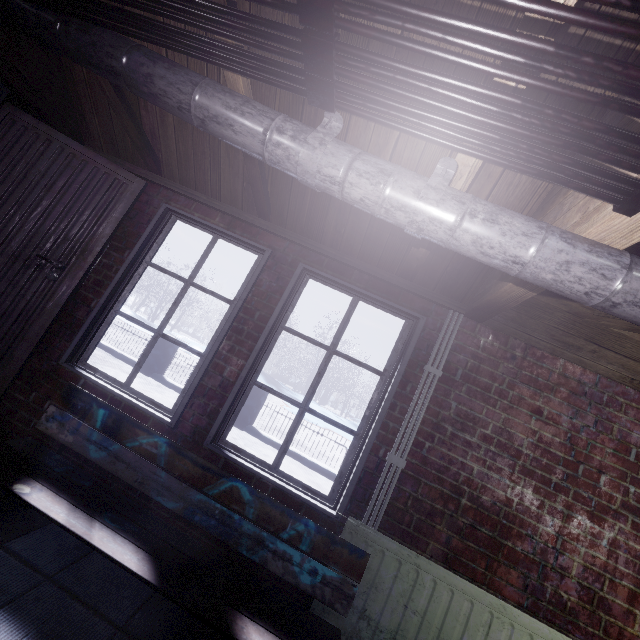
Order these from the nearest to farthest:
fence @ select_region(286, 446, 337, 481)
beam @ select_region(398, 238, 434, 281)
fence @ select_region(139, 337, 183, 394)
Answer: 1. beam @ select_region(398, 238, 434, 281)
2. fence @ select_region(286, 446, 337, 481)
3. fence @ select_region(139, 337, 183, 394)

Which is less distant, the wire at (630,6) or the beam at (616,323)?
the wire at (630,6)

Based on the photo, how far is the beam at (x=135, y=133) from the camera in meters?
1.8

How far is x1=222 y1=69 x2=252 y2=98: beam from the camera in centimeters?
137cm

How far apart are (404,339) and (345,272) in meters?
0.6 m

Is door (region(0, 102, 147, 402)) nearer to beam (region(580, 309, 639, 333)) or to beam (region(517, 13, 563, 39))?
beam (region(517, 13, 563, 39))

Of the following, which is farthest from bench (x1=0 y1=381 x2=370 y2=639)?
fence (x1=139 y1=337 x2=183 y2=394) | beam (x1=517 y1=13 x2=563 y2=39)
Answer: fence (x1=139 y1=337 x2=183 y2=394)

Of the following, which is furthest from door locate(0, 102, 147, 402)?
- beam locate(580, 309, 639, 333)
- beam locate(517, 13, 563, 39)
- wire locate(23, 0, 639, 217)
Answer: beam locate(580, 309, 639, 333)
